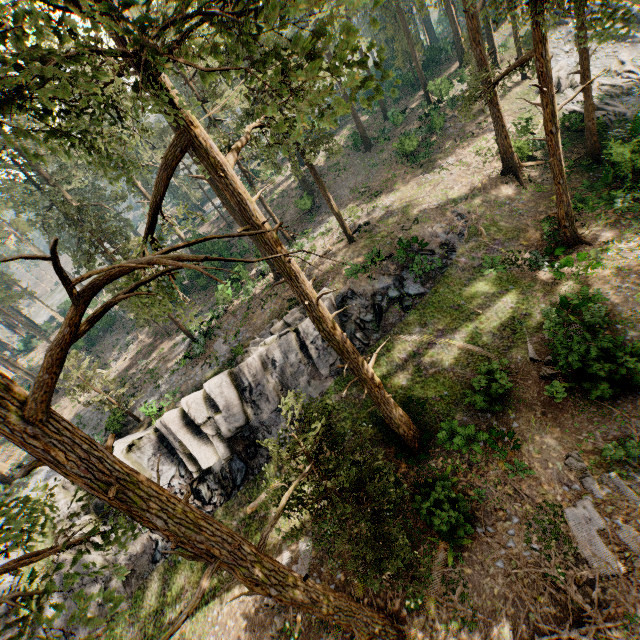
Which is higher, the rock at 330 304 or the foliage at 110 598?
the foliage at 110 598

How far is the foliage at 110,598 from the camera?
4.3 meters

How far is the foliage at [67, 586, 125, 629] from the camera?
4.3 meters

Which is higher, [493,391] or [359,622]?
[359,622]

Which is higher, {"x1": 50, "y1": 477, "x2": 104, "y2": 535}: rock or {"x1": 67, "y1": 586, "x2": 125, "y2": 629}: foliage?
{"x1": 67, "y1": 586, "x2": 125, "y2": 629}: foliage

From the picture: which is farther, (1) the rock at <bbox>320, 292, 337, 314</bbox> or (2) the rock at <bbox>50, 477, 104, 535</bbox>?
(1) the rock at <bbox>320, 292, 337, 314</bbox>
